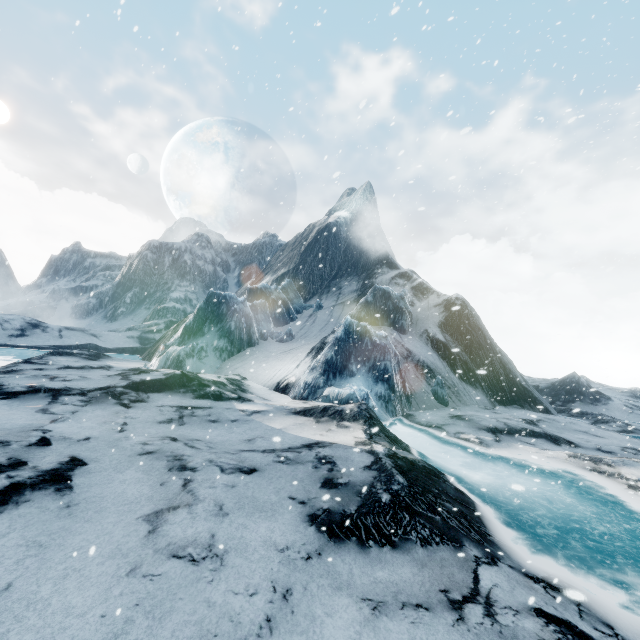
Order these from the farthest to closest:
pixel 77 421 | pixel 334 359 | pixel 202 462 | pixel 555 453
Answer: Answer:
pixel 334 359
pixel 555 453
pixel 77 421
pixel 202 462
